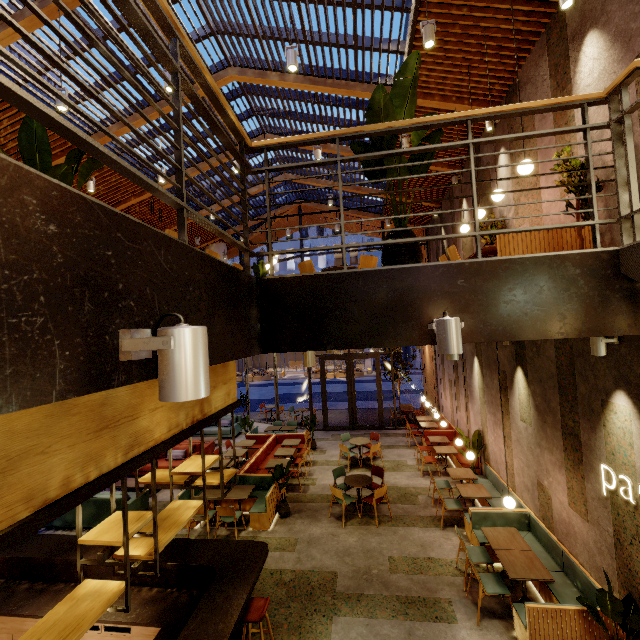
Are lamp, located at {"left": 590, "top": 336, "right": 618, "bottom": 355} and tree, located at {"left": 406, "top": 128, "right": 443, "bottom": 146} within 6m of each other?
yes

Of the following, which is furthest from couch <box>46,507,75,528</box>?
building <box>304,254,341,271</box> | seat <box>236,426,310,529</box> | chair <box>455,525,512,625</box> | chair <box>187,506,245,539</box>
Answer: building <box>304,254,341,271</box>

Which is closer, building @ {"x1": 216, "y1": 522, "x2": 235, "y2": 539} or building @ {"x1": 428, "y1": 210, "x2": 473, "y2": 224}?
building @ {"x1": 216, "y1": 522, "x2": 235, "y2": 539}

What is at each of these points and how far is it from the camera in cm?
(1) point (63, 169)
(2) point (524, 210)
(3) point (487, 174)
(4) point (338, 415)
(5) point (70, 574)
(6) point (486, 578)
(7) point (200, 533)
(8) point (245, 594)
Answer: (1) tree, 237
(2) building, 616
(3) building, 777
(4) building, 1808
(5) bar counter, 538
(6) chair, 538
(7) building, 785
(8) bar counter, 441

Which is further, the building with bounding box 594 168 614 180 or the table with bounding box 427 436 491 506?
the table with bounding box 427 436 491 506

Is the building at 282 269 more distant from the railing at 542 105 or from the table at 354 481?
the railing at 542 105

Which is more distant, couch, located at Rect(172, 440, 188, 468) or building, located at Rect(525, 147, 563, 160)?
couch, located at Rect(172, 440, 188, 468)

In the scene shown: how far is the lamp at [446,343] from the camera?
2.10m
